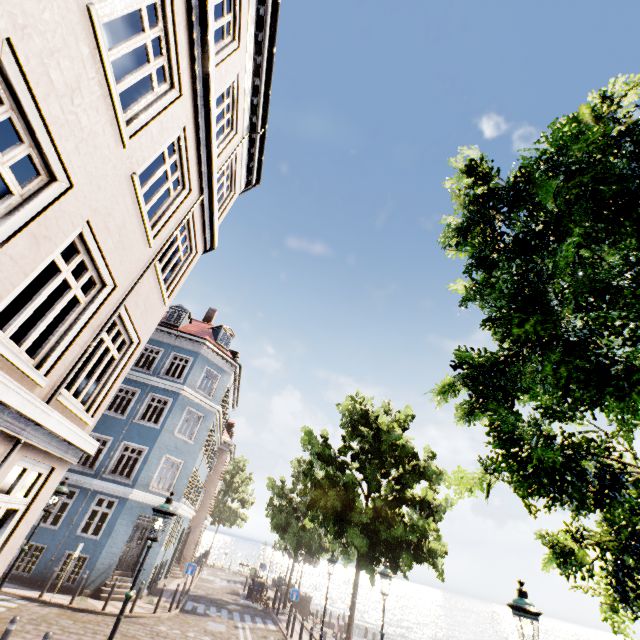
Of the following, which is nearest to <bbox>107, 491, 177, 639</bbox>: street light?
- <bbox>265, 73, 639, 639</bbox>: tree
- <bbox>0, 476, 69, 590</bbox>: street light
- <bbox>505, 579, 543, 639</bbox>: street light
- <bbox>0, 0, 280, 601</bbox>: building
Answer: <bbox>0, 0, 280, 601</bbox>: building

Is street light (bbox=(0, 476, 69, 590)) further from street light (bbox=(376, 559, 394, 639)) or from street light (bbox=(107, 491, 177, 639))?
street light (bbox=(376, 559, 394, 639))

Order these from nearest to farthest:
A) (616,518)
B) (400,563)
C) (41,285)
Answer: (616,518), (41,285), (400,563)

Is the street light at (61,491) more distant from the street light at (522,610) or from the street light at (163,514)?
the street light at (522,610)

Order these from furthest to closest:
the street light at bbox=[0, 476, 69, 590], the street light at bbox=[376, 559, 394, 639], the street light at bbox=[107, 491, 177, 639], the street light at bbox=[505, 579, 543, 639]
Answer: the street light at bbox=[376, 559, 394, 639] < the street light at bbox=[0, 476, 69, 590] < the street light at bbox=[107, 491, 177, 639] < the street light at bbox=[505, 579, 543, 639]

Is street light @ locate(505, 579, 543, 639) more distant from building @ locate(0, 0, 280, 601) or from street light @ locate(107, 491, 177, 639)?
building @ locate(0, 0, 280, 601)

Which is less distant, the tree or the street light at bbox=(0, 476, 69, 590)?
the tree

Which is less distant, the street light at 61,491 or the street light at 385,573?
the street light at 61,491
